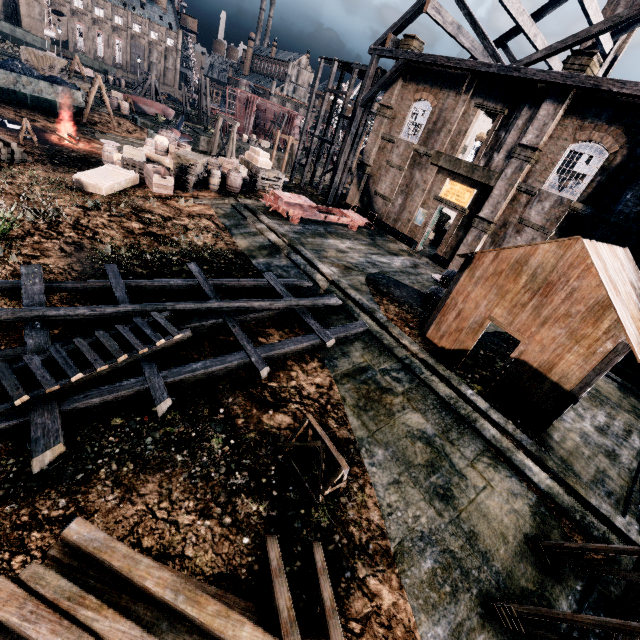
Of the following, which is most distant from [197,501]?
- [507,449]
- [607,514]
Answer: [607,514]

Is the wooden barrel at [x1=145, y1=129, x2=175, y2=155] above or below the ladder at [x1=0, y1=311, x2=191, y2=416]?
above

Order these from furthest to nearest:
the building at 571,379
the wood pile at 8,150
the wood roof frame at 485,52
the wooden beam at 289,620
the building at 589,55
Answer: the wood pile at 8,150, the building at 589,55, the wood roof frame at 485,52, the building at 571,379, the wooden beam at 289,620

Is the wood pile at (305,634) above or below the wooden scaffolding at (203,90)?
below

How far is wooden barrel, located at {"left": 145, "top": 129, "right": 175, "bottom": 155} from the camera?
22.27m

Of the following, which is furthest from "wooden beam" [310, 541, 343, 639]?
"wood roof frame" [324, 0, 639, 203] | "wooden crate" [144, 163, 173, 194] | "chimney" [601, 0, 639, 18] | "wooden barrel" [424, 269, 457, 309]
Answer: "chimney" [601, 0, 639, 18]

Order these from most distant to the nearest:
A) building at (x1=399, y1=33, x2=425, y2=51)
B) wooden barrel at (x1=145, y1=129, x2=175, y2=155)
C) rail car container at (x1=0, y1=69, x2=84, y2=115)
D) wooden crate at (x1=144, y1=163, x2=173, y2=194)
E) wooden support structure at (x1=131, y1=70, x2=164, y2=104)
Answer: wooden support structure at (x1=131, y1=70, x2=164, y2=104) → rail car container at (x1=0, y1=69, x2=84, y2=115) → building at (x1=399, y1=33, x2=425, y2=51) → wooden barrel at (x1=145, y1=129, x2=175, y2=155) → wooden crate at (x1=144, y1=163, x2=173, y2=194)

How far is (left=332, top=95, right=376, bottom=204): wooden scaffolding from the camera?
28.01m
